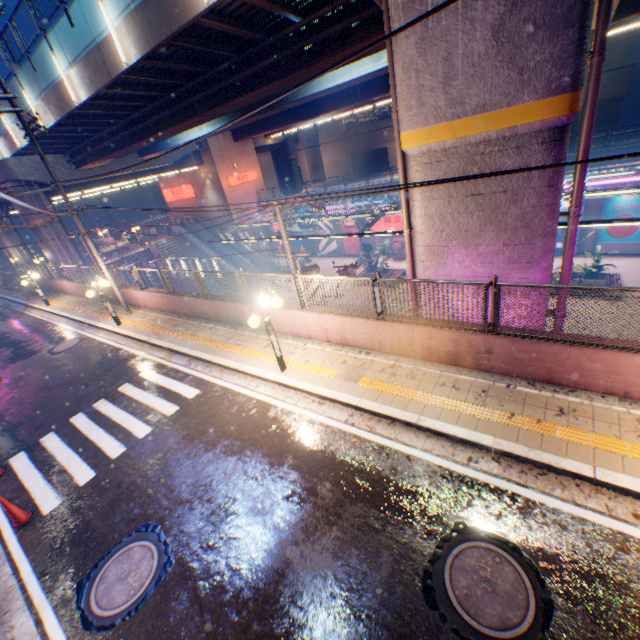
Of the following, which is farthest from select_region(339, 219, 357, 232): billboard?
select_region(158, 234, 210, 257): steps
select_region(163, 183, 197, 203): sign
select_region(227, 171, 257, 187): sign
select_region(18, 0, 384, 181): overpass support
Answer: select_region(163, 183, 197, 203): sign

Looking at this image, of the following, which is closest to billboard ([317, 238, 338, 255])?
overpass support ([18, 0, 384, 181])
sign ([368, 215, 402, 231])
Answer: sign ([368, 215, 402, 231])

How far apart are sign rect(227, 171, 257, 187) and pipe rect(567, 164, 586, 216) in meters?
35.5

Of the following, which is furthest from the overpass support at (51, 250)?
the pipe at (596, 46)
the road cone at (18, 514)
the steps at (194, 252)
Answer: the road cone at (18, 514)

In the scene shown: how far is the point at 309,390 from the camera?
8.1m

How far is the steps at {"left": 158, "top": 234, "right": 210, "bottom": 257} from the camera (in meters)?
34.62

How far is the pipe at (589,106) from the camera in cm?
571

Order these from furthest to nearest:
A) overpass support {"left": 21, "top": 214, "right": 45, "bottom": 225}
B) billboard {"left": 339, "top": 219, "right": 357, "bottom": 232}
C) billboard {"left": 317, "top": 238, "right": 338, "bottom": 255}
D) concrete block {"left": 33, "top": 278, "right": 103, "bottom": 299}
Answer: billboard {"left": 317, "top": 238, "right": 338, "bottom": 255} < billboard {"left": 339, "top": 219, "right": 357, "bottom": 232} < overpass support {"left": 21, "top": 214, "right": 45, "bottom": 225} < concrete block {"left": 33, "top": 278, "right": 103, "bottom": 299}
